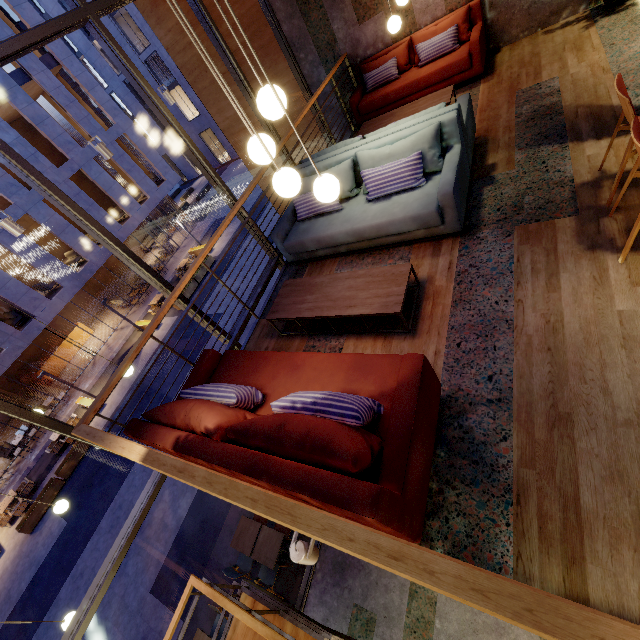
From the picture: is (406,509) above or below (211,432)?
below

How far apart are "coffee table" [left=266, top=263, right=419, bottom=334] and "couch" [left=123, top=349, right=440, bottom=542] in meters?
0.5 m

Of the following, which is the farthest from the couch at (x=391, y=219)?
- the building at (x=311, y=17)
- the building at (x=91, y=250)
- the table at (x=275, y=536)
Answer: the building at (x=91, y=250)

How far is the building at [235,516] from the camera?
7.76m

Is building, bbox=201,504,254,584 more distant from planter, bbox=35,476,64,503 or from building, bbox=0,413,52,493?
building, bbox=0,413,52,493

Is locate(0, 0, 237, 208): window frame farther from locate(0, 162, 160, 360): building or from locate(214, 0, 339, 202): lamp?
locate(0, 162, 160, 360): building

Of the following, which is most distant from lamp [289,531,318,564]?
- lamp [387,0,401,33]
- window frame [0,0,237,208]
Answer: lamp [387,0,401,33]

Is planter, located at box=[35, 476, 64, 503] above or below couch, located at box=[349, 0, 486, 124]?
below
